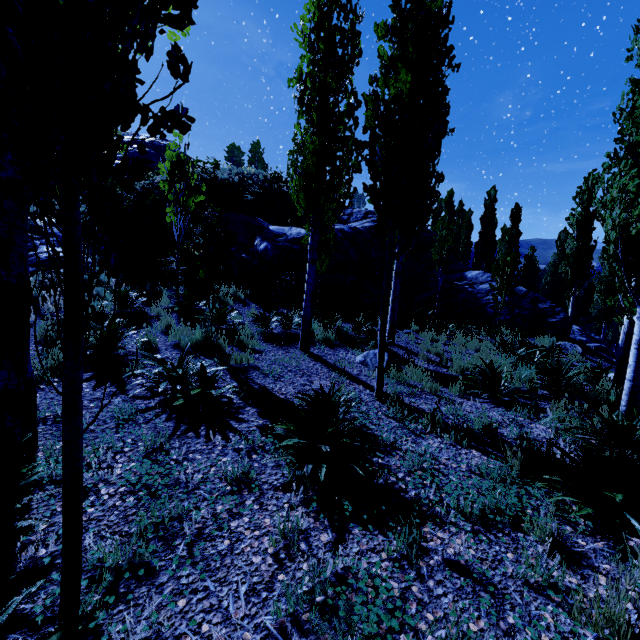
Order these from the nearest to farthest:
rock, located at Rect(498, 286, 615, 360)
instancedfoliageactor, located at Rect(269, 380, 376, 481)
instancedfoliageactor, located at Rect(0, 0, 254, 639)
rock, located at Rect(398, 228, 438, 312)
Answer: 1. instancedfoliageactor, located at Rect(0, 0, 254, 639)
2. instancedfoliageactor, located at Rect(269, 380, 376, 481)
3. rock, located at Rect(498, 286, 615, 360)
4. rock, located at Rect(398, 228, 438, 312)

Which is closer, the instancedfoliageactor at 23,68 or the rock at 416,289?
the instancedfoliageactor at 23,68

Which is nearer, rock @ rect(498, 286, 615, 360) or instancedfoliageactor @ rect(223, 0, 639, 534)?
instancedfoliageactor @ rect(223, 0, 639, 534)

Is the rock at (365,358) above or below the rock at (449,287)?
below

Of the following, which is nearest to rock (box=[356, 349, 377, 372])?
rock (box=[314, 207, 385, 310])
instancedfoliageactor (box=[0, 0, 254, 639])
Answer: instancedfoliageactor (box=[0, 0, 254, 639])

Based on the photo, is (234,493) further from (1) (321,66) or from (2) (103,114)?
(1) (321,66)

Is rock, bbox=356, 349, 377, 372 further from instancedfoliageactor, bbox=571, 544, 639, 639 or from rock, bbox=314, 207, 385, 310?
rock, bbox=314, 207, 385, 310
